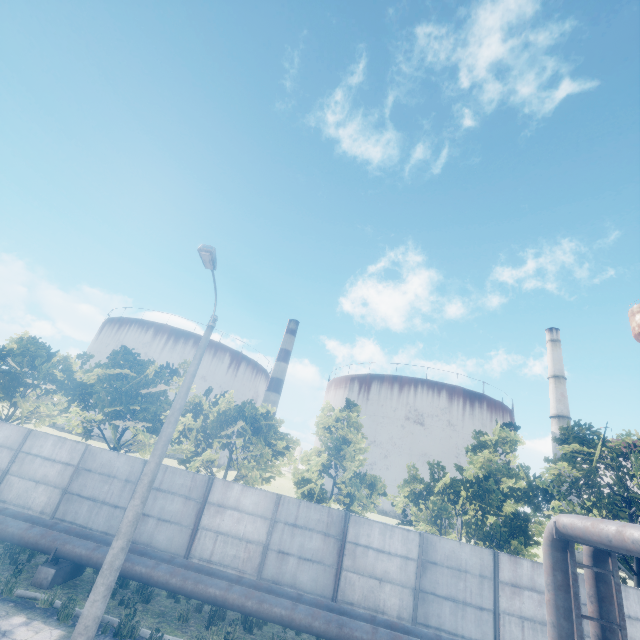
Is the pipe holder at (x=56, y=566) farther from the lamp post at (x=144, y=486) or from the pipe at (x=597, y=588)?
the lamp post at (x=144, y=486)

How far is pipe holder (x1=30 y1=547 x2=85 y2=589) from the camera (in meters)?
9.59

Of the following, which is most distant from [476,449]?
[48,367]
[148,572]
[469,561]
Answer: [48,367]

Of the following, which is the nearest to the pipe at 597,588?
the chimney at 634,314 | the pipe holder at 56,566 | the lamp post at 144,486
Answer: the pipe holder at 56,566

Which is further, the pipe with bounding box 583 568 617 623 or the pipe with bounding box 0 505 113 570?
the pipe with bounding box 0 505 113 570

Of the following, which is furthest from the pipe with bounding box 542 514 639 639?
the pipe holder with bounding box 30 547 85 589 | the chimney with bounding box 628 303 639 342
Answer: the chimney with bounding box 628 303 639 342

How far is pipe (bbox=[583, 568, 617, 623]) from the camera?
7.8m

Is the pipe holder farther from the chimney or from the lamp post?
the chimney
